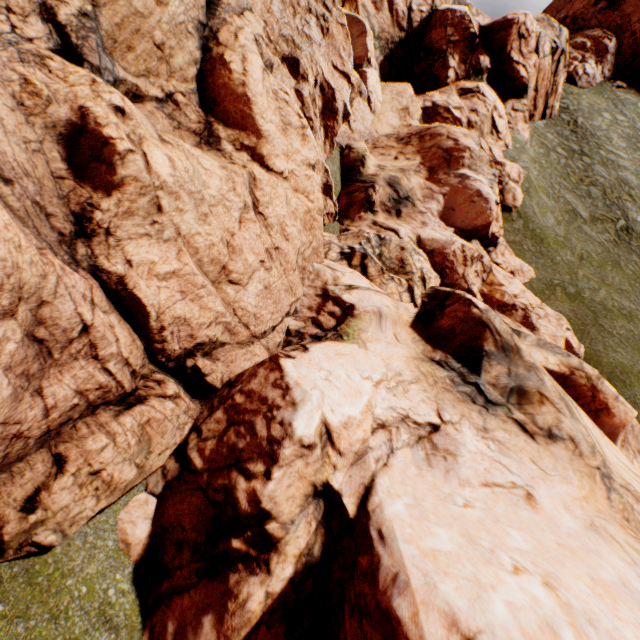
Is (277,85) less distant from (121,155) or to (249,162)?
(249,162)
